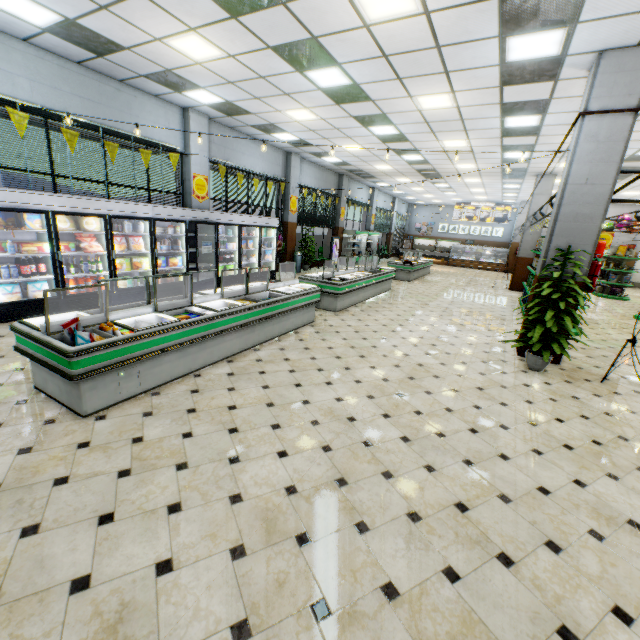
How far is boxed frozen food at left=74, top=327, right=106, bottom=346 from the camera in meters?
3.2

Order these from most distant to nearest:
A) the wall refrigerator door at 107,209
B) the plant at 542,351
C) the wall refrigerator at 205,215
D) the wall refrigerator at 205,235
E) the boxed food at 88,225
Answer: the wall refrigerator at 205,235 → the wall refrigerator at 205,215 → the boxed food at 88,225 → the wall refrigerator door at 107,209 → the plant at 542,351

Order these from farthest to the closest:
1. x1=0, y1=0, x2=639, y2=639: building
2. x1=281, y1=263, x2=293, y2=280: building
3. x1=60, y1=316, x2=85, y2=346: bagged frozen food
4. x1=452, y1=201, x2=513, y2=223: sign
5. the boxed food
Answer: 1. x1=452, y1=201, x2=513, y2=223: sign
2. x1=281, y1=263, x2=293, y2=280: building
3. the boxed food
4. x1=60, y1=316, x2=85, y2=346: bagged frozen food
5. x1=0, y1=0, x2=639, y2=639: building

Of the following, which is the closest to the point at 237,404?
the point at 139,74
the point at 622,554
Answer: the point at 622,554

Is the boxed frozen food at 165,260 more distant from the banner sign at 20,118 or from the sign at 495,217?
the sign at 495,217

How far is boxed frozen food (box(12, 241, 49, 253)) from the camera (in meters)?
5.84

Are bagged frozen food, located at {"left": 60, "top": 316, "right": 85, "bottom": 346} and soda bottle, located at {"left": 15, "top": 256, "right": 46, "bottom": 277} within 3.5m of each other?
no

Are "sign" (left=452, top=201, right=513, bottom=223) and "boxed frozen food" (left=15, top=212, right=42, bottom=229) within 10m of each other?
no
